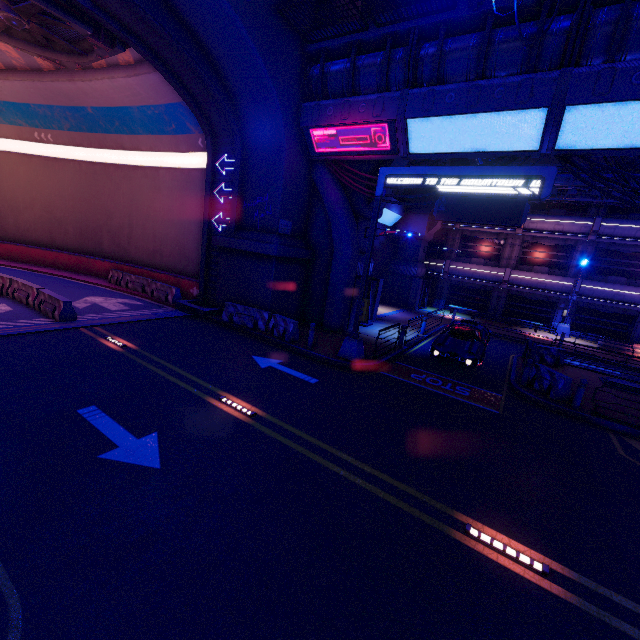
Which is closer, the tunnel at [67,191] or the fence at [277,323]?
the tunnel at [67,191]

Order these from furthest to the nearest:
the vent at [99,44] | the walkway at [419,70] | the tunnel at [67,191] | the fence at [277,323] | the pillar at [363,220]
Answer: the pillar at [363,220], the fence at [277,323], the tunnel at [67,191], the vent at [99,44], the walkway at [419,70]

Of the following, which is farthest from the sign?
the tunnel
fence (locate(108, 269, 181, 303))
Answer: fence (locate(108, 269, 181, 303))

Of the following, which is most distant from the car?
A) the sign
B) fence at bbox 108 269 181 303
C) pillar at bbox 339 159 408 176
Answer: fence at bbox 108 269 181 303

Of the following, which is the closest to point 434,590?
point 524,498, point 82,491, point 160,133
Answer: point 524,498

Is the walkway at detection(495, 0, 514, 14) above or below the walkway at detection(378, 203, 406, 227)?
above

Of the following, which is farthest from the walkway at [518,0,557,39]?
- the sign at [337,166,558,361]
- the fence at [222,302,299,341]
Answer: the fence at [222,302,299,341]

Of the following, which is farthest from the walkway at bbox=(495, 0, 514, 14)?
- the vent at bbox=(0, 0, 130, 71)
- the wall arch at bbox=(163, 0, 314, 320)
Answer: the vent at bbox=(0, 0, 130, 71)
